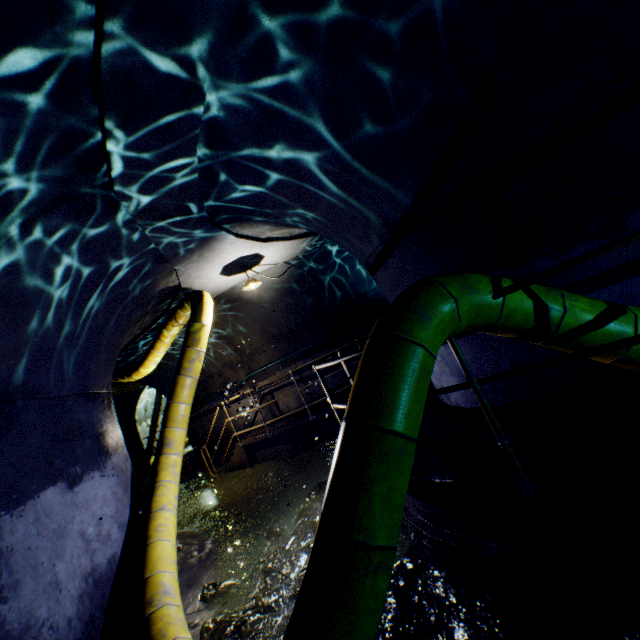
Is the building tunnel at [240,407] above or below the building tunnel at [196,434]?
above

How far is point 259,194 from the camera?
4.20m

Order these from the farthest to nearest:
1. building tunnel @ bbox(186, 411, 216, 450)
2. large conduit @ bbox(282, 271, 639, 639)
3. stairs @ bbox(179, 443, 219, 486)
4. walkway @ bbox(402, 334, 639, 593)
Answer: building tunnel @ bbox(186, 411, 216, 450), stairs @ bbox(179, 443, 219, 486), walkway @ bbox(402, 334, 639, 593), large conduit @ bbox(282, 271, 639, 639)

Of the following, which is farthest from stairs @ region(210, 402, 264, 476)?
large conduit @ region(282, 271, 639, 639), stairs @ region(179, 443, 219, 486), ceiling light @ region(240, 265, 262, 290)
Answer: ceiling light @ region(240, 265, 262, 290)

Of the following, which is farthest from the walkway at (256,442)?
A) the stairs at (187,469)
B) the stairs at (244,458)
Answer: the stairs at (187,469)

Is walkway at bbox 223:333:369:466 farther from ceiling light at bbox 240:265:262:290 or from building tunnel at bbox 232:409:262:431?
ceiling light at bbox 240:265:262:290

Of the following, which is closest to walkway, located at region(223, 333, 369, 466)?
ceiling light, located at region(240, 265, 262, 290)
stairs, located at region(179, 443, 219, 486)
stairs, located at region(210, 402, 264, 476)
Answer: stairs, located at region(210, 402, 264, 476)

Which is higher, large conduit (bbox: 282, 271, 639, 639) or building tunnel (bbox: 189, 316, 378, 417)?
building tunnel (bbox: 189, 316, 378, 417)
